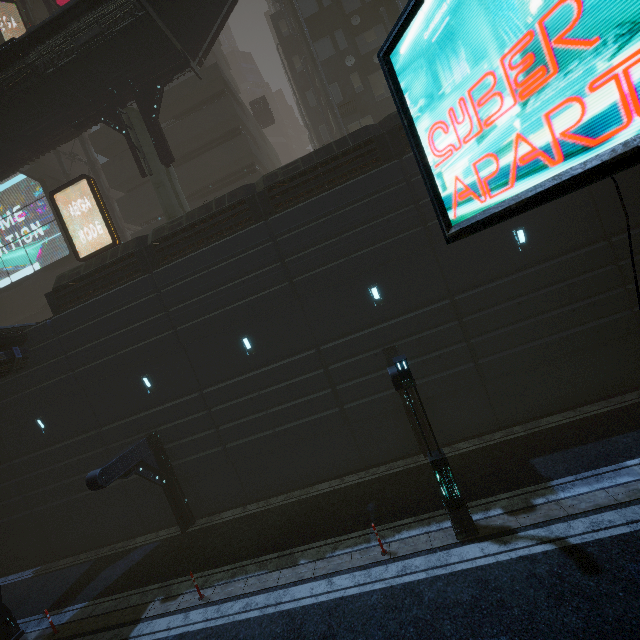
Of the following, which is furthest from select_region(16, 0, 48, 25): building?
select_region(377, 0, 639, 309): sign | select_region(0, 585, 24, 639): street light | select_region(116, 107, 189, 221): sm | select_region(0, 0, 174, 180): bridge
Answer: select_region(0, 0, 174, 180): bridge

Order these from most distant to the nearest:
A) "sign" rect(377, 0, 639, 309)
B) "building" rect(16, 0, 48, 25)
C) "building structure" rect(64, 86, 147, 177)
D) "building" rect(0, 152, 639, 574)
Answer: "building" rect(16, 0, 48, 25), "building structure" rect(64, 86, 147, 177), "building" rect(0, 152, 639, 574), "sign" rect(377, 0, 639, 309)

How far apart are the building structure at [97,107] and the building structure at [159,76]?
0.7m

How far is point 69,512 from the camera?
16.8 meters

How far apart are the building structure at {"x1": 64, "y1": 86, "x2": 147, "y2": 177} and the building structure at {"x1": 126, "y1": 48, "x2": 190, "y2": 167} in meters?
0.7

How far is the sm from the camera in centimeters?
1695cm

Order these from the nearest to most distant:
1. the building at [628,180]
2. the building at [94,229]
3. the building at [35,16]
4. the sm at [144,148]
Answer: the building at [628,180] < the sm at [144,148] < the building at [35,16] < the building at [94,229]

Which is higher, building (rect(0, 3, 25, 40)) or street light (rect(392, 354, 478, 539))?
building (rect(0, 3, 25, 40))
